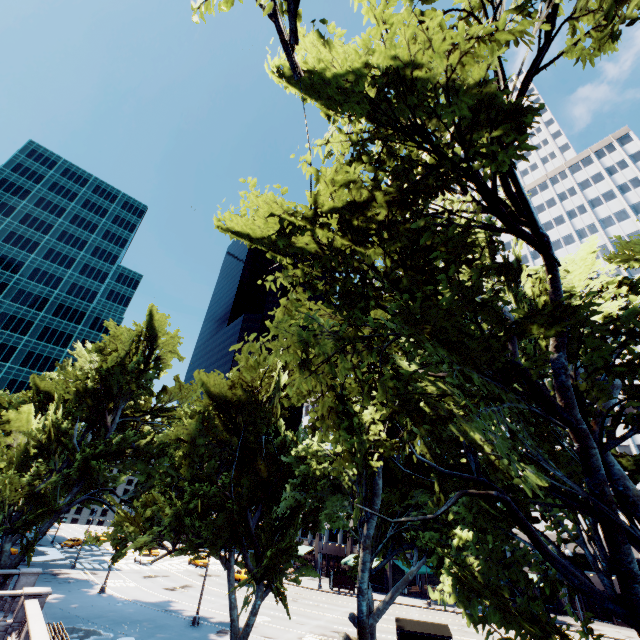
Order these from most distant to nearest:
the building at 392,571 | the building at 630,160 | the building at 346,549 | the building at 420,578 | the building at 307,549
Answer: the building at 307,549
the building at 630,160
the building at 346,549
the building at 420,578
the building at 392,571

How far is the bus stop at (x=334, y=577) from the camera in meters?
43.2

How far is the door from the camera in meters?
39.5

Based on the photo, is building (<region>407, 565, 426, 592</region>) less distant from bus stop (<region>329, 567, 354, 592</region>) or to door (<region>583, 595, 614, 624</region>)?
door (<region>583, 595, 614, 624</region>)

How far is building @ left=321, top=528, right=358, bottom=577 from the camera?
50.8 meters

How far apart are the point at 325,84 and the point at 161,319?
33.25m

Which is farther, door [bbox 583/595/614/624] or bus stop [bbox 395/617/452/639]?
door [bbox 583/595/614/624]
